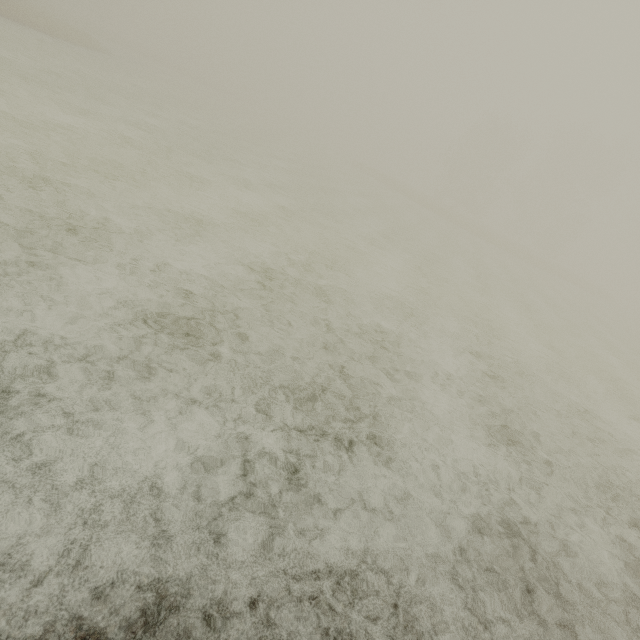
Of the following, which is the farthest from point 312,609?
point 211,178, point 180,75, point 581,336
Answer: point 180,75
